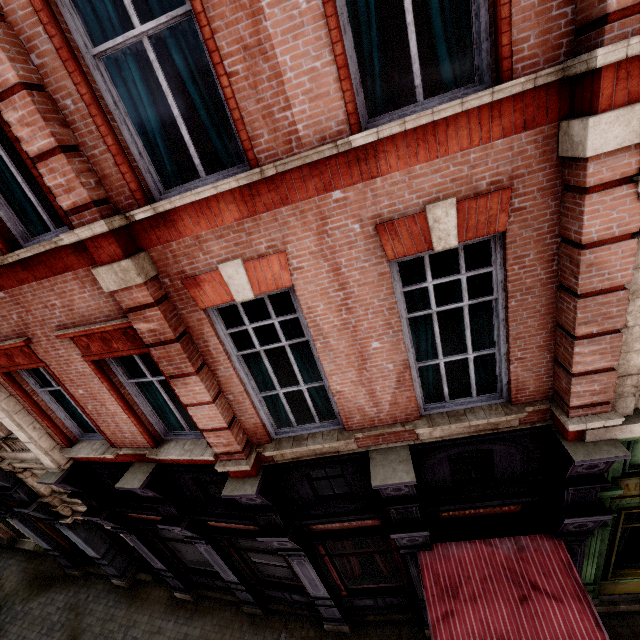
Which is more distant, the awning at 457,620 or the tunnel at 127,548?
the tunnel at 127,548

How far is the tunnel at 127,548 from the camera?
10.5 meters

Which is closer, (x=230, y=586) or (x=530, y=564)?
(x=530, y=564)

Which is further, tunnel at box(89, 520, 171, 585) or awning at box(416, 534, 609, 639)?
tunnel at box(89, 520, 171, 585)

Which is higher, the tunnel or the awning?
the awning

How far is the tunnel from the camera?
10.54m
